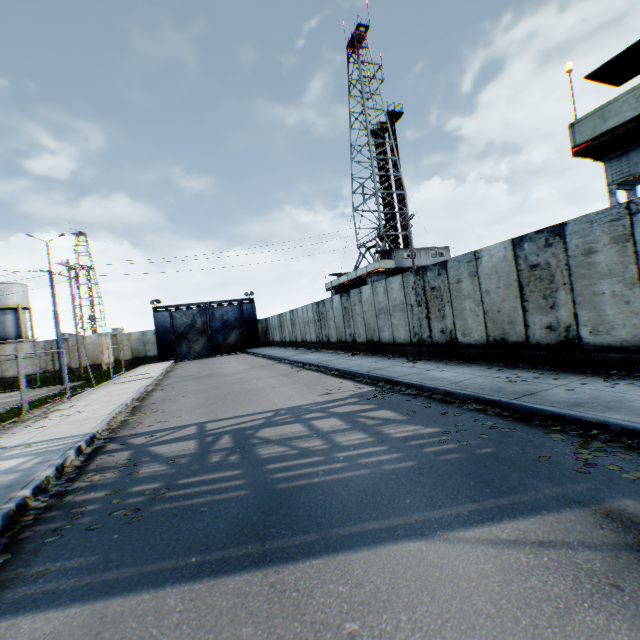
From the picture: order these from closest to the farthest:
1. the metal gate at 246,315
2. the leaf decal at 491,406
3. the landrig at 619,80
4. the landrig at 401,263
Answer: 1. the leaf decal at 491,406
2. the landrig at 619,80
3. the landrig at 401,263
4. the metal gate at 246,315

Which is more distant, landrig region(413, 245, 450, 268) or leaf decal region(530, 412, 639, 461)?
landrig region(413, 245, 450, 268)

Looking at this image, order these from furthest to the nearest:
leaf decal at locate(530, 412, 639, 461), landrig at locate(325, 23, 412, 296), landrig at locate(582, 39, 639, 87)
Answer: landrig at locate(325, 23, 412, 296) → landrig at locate(582, 39, 639, 87) → leaf decal at locate(530, 412, 639, 461)

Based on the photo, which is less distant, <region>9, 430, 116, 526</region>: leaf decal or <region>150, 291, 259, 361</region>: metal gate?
<region>9, 430, 116, 526</region>: leaf decal

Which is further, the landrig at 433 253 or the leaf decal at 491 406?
the landrig at 433 253

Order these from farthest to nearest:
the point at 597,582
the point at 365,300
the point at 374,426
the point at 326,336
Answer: the point at 326,336 < the point at 365,300 < the point at 374,426 < the point at 597,582

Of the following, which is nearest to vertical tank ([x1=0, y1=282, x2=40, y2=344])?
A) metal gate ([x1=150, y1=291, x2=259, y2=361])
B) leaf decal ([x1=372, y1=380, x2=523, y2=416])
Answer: metal gate ([x1=150, y1=291, x2=259, y2=361])

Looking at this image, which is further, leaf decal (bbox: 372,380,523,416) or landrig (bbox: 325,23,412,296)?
landrig (bbox: 325,23,412,296)
